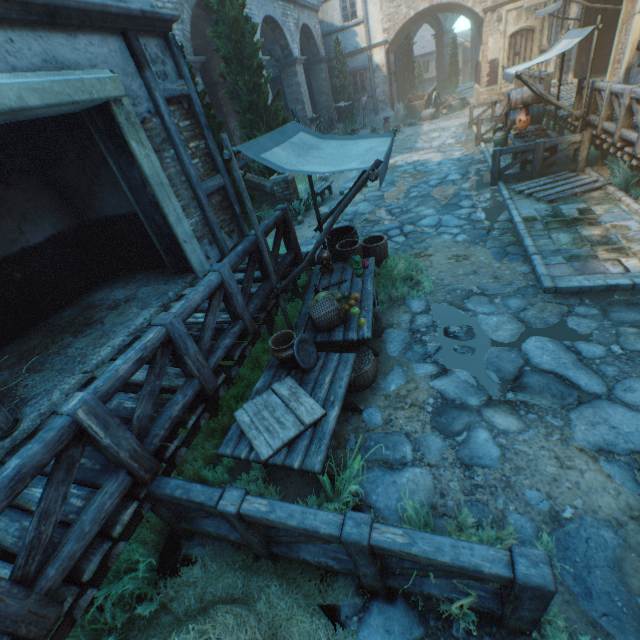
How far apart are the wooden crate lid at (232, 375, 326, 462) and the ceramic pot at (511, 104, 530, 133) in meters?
11.1 m

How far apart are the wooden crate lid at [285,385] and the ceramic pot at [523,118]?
11.09m

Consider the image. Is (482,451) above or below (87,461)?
below

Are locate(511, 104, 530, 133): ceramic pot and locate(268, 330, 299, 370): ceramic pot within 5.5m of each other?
no

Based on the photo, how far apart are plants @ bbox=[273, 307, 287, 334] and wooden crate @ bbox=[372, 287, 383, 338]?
0.56m

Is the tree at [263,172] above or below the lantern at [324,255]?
above

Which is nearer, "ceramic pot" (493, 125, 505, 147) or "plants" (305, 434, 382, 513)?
"plants" (305, 434, 382, 513)

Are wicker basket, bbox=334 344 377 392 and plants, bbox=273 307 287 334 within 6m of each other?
yes
